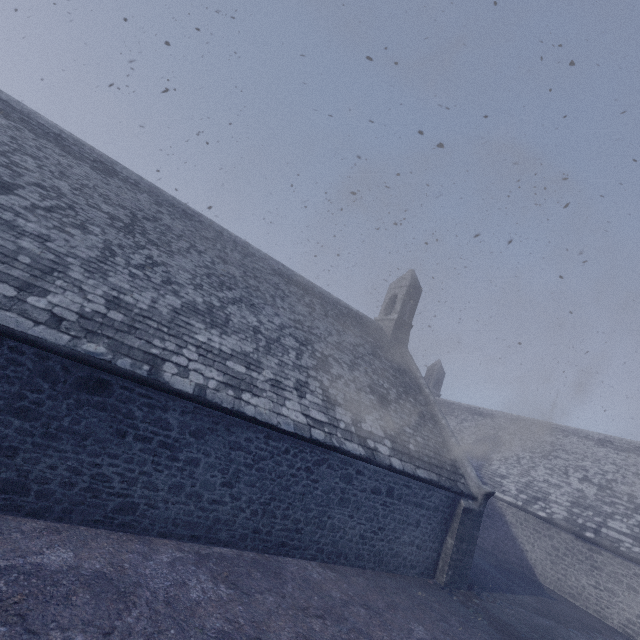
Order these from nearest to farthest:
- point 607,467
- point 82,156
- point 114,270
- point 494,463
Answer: point 114,270 < point 82,156 < point 607,467 < point 494,463
